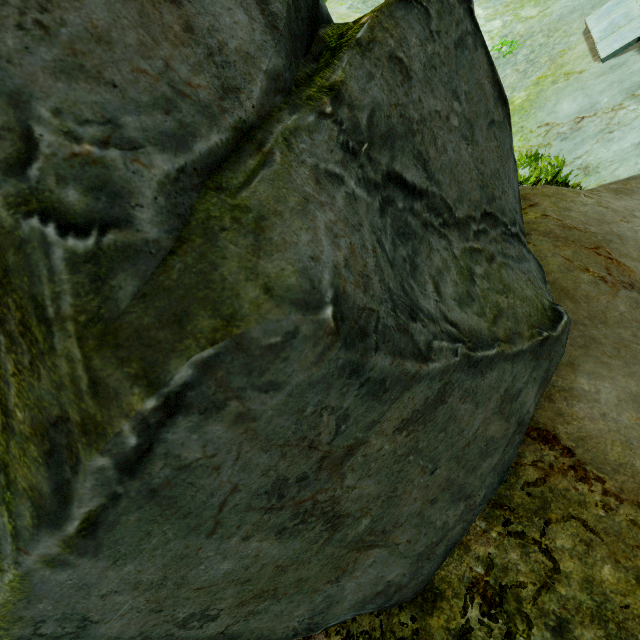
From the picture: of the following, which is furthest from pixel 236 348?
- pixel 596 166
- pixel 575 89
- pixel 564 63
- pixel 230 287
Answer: pixel 564 63
